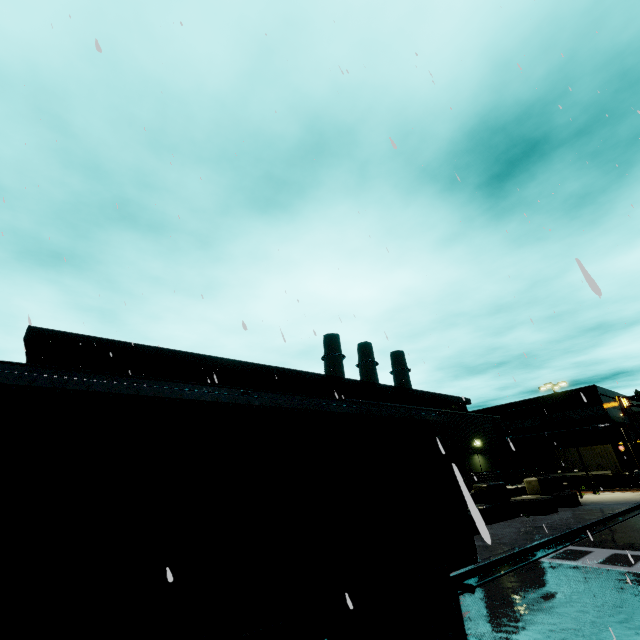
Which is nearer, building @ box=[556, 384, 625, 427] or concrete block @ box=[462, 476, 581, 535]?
concrete block @ box=[462, 476, 581, 535]

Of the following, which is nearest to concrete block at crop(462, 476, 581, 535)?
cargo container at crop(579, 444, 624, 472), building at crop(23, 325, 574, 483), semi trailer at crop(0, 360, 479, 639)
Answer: building at crop(23, 325, 574, 483)

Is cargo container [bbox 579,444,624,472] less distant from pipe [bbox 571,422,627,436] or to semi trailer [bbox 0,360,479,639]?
pipe [bbox 571,422,627,436]

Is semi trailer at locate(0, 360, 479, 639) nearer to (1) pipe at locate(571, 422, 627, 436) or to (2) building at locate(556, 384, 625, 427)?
(2) building at locate(556, 384, 625, 427)

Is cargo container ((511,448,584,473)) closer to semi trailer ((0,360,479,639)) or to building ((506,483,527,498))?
building ((506,483,527,498))

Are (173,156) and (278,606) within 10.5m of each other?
yes

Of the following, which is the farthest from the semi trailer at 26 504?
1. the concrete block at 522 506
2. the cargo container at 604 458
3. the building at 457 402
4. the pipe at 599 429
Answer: the pipe at 599 429

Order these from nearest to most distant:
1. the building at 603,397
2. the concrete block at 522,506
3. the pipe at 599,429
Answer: the concrete block at 522,506
the pipe at 599,429
the building at 603,397
